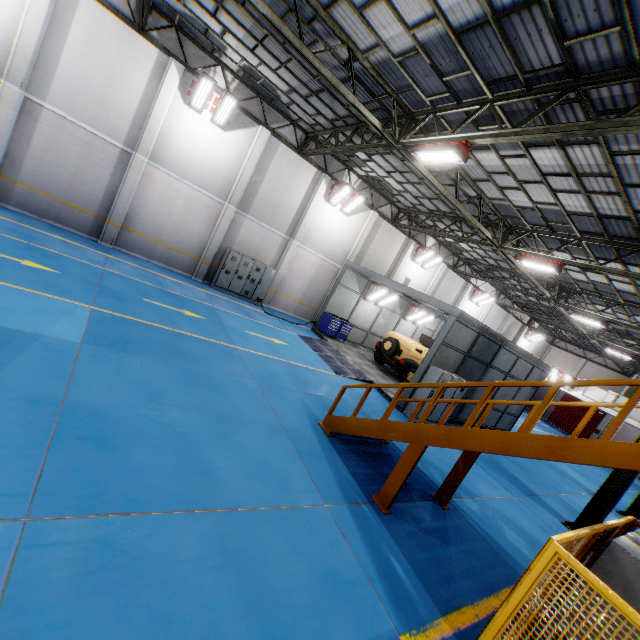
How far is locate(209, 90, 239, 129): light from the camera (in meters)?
13.18

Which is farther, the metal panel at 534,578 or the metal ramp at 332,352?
the metal ramp at 332,352

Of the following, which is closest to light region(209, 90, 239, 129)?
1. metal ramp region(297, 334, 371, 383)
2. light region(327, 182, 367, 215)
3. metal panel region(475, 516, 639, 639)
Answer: light region(327, 182, 367, 215)

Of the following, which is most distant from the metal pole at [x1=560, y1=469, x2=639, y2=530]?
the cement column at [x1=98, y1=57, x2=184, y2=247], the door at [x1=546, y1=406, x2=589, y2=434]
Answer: the door at [x1=546, y1=406, x2=589, y2=434]

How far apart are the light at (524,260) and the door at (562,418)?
30.2m

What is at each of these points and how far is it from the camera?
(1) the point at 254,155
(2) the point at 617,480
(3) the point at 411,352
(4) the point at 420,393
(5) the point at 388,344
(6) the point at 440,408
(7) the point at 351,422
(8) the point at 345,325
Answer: (1) cement column, 15.2m
(2) metal pole, 9.5m
(3) car, 16.2m
(4) cabinet, 12.2m
(5) tire assembly, 16.5m
(6) cabinet, 12.6m
(7) metal stair, 7.5m
(8) toolbox, 18.4m

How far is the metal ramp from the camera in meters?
13.6 m

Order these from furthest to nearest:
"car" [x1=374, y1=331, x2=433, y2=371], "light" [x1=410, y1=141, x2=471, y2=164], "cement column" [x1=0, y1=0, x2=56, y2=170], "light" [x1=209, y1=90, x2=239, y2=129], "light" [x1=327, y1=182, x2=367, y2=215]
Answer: "light" [x1=327, y1=182, x2=367, y2=215]
"car" [x1=374, y1=331, x2=433, y2=371]
"light" [x1=209, y1=90, x2=239, y2=129]
"cement column" [x1=0, y1=0, x2=56, y2=170]
"light" [x1=410, y1=141, x2=471, y2=164]
